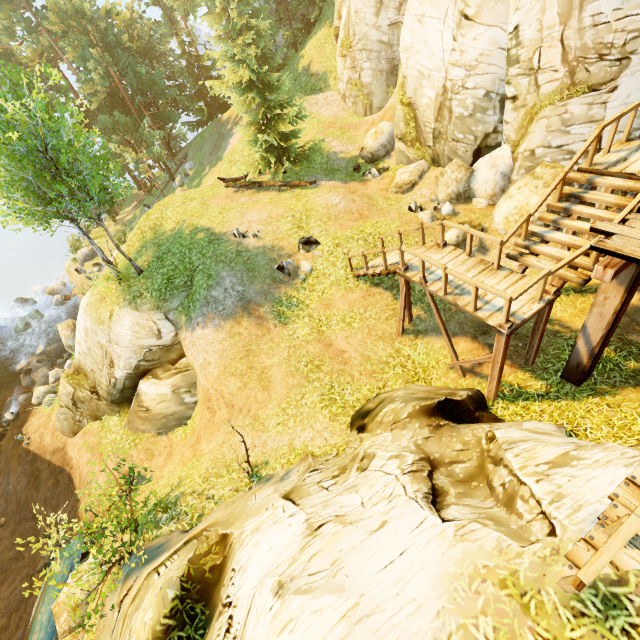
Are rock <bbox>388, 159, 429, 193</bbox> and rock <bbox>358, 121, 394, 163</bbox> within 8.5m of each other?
yes

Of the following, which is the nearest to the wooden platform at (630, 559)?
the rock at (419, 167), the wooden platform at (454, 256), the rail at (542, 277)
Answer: the rail at (542, 277)

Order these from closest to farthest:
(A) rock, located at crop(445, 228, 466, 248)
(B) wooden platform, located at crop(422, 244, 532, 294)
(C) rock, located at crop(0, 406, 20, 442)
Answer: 1. (B) wooden platform, located at crop(422, 244, 532, 294)
2. (A) rock, located at crop(445, 228, 466, 248)
3. (C) rock, located at crop(0, 406, 20, 442)

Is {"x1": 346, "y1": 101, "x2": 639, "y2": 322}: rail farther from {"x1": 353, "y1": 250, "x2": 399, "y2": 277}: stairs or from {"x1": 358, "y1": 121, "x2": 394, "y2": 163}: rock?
{"x1": 358, "y1": 121, "x2": 394, "y2": 163}: rock

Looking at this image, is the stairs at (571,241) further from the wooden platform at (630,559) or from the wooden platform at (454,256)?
the wooden platform at (454,256)

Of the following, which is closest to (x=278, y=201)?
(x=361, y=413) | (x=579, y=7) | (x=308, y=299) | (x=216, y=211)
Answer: (x=216, y=211)

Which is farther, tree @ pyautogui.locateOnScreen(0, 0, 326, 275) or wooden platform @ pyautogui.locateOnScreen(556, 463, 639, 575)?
tree @ pyautogui.locateOnScreen(0, 0, 326, 275)

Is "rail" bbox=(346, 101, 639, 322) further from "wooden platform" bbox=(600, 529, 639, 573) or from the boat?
the boat
